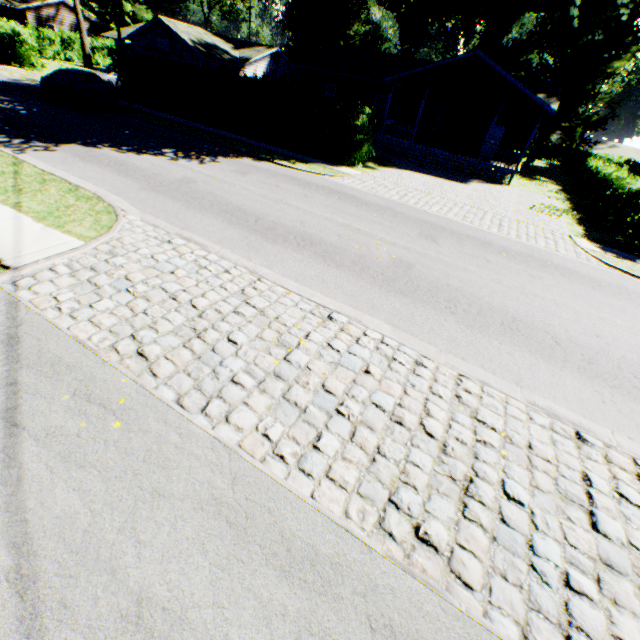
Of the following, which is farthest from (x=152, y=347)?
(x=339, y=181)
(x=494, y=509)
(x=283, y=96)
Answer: (x=283, y=96)

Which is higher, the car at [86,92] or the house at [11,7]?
the house at [11,7]

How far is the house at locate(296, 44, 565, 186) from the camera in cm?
2036

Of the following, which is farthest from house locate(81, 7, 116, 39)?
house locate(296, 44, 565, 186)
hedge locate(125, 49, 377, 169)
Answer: house locate(296, 44, 565, 186)

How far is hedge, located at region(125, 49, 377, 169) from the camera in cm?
1684

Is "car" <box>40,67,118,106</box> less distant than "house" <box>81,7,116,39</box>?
Yes

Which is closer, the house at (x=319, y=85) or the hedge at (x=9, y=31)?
the house at (x=319, y=85)
